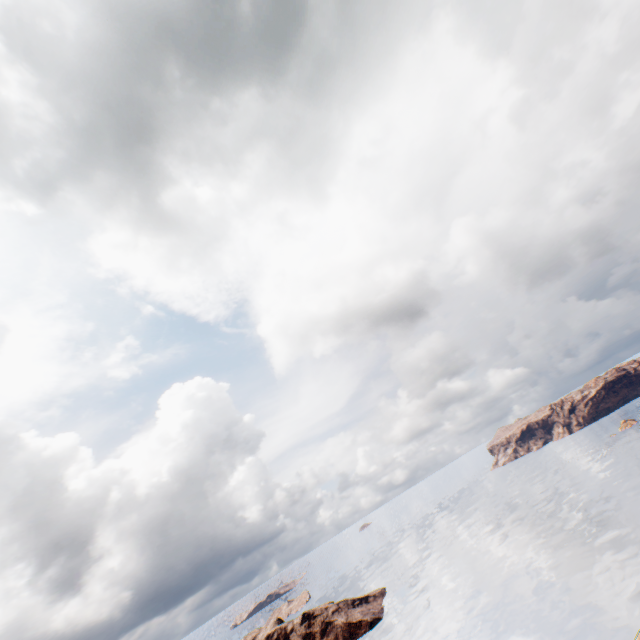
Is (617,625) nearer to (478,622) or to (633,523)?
(478,622)
